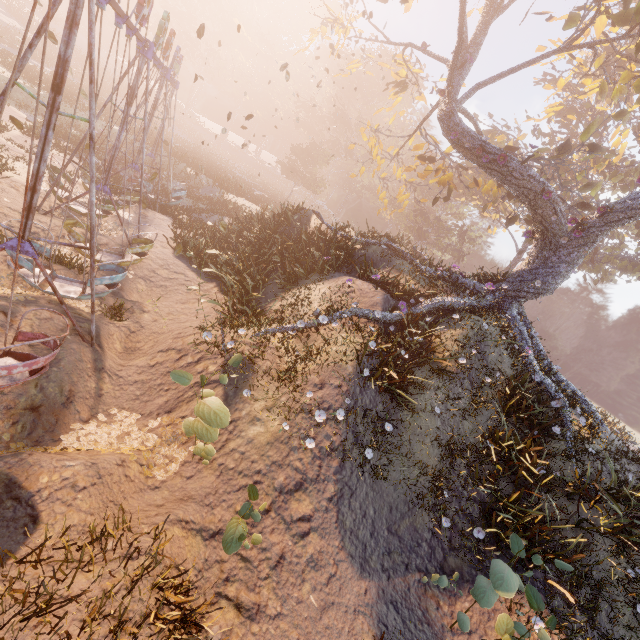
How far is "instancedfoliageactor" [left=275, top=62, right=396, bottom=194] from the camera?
42.28m

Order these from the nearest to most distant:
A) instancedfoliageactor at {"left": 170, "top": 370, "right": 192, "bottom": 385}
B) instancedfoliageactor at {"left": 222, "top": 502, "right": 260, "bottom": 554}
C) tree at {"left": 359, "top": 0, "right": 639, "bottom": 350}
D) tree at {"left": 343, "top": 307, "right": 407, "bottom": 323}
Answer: instancedfoliageactor at {"left": 222, "top": 502, "right": 260, "bottom": 554}, instancedfoliageactor at {"left": 170, "top": 370, "right": 192, "bottom": 385}, tree at {"left": 343, "top": 307, "right": 407, "bottom": 323}, tree at {"left": 359, "top": 0, "right": 639, "bottom": 350}

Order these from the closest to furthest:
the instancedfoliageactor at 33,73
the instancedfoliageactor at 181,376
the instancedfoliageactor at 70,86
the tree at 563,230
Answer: the instancedfoliageactor at 181,376, the tree at 563,230, the instancedfoliageactor at 33,73, the instancedfoliageactor at 70,86

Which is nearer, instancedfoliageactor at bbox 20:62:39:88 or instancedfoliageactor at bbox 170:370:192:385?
instancedfoliageactor at bbox 170:370:192:385

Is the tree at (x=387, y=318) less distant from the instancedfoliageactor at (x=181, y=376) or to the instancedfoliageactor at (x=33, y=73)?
the instancedfoliageactor at (x=181, y=376)

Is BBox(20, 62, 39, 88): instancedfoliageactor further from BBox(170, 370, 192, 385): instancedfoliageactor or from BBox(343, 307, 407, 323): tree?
BBox(170, 370, 192, 385): instancedfoliageactor

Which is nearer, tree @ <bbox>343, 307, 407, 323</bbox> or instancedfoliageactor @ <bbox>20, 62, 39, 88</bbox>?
tree @ <bbox>343, 307, 407, 323</bbox>

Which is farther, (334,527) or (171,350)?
(171,350)
